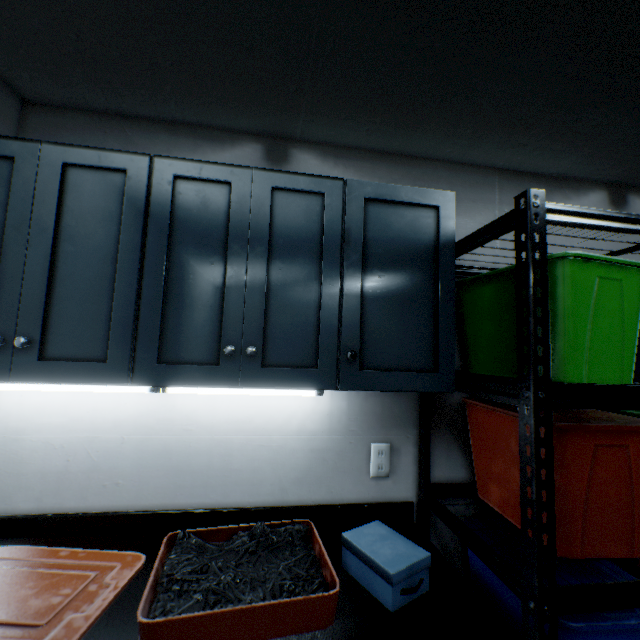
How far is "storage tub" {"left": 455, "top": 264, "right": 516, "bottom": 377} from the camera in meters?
1.1

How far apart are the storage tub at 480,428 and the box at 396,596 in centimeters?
32cm

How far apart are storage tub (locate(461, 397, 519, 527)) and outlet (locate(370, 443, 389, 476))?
0.3 meters

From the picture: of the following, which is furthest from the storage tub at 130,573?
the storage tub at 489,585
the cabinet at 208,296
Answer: the storage tub at 489,585

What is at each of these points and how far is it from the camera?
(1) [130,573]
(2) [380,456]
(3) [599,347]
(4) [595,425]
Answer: (1) storage tub, 0.92m
(2) outlet, 1.31m
(3) storage tub, 0.93m
(4) storage tub, 0.86m

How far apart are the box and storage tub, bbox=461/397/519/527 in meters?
0.3 m

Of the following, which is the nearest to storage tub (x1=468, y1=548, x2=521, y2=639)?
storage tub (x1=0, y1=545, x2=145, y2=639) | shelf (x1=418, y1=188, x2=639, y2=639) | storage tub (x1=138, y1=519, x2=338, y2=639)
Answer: shelf (x1=418, y1=188, x2=639, y2=639)

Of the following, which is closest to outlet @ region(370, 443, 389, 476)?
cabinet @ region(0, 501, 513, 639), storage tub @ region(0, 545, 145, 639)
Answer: cabinet @ region(0, 501, 513, 639)
